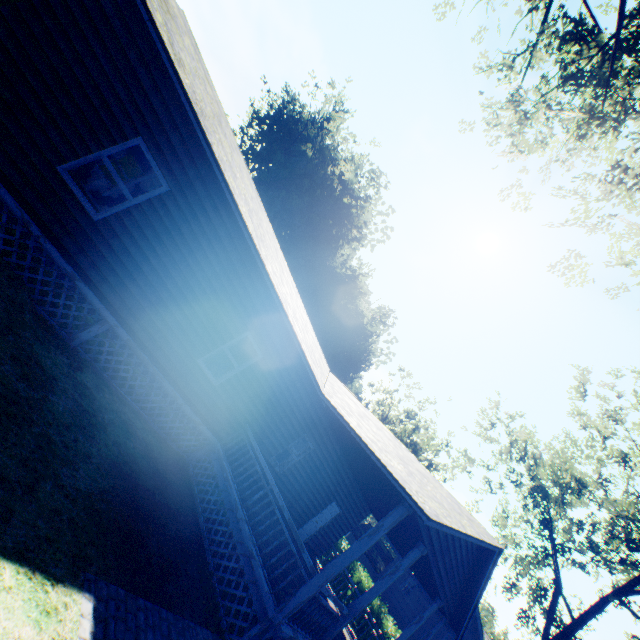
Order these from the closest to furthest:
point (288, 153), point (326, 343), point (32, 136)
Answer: Result: point (32, 136) → point (288, 153) → point (326, 343)

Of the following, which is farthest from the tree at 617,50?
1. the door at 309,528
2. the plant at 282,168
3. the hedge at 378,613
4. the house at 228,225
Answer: the hedge at 378,613

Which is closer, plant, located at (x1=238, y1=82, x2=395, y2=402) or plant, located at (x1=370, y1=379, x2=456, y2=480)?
plant, located at (x1=238, y1=82, x2=395, y2=402)

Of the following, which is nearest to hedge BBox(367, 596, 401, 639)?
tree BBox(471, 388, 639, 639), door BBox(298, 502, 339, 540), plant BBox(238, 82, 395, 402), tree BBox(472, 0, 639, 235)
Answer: tree BBox(471, 388, 639, 639)

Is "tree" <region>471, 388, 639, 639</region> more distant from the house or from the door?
the door

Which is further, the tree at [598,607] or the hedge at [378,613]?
the hedge at [378,613]

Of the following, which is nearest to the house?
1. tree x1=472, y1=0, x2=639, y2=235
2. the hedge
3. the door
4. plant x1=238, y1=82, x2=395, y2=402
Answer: the door

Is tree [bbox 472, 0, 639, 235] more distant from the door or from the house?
the door
